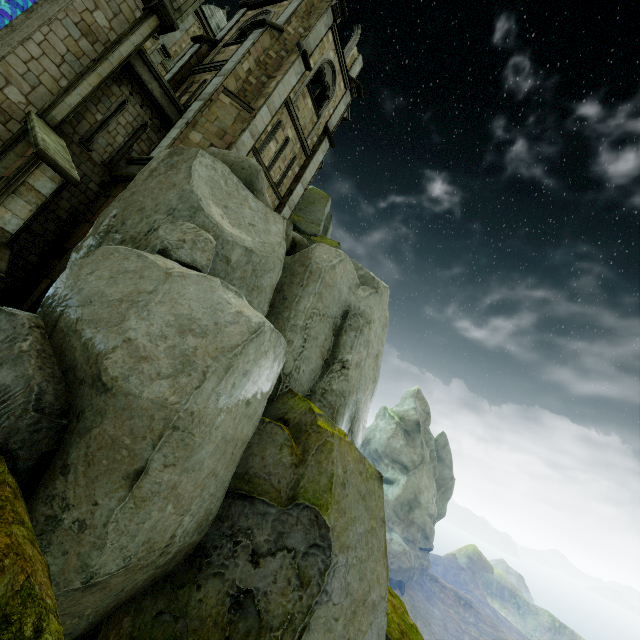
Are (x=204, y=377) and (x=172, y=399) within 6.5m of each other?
yes

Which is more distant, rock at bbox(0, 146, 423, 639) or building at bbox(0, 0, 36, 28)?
building at bbox(0, 0, 36, 28)

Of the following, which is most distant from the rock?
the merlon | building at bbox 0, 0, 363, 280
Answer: the merlon

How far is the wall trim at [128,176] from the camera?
11.39m

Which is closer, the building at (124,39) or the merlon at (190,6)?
the building at (124,39)

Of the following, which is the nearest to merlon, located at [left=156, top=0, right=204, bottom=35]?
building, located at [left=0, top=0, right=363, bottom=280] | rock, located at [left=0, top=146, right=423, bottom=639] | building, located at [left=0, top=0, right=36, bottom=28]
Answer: building, located at [left=0, top=0, right=36, bottom=28]

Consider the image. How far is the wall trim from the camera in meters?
11.4 m

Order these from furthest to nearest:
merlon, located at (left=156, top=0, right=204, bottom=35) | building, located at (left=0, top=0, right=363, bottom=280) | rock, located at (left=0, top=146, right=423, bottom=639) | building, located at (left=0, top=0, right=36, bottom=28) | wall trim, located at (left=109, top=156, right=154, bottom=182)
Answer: building, located at (left=0, top=0, right=36, bottom=28) → merlon, located at (left=156, top=0, right=204, bottom=35) → wall trim, located at (left=109, top=156, right=154, bottom=182) → building, located at (left=0, top=0, right=363, bottom=280) → rock, located at (left=0, top=146, right=423, bottom=639)
